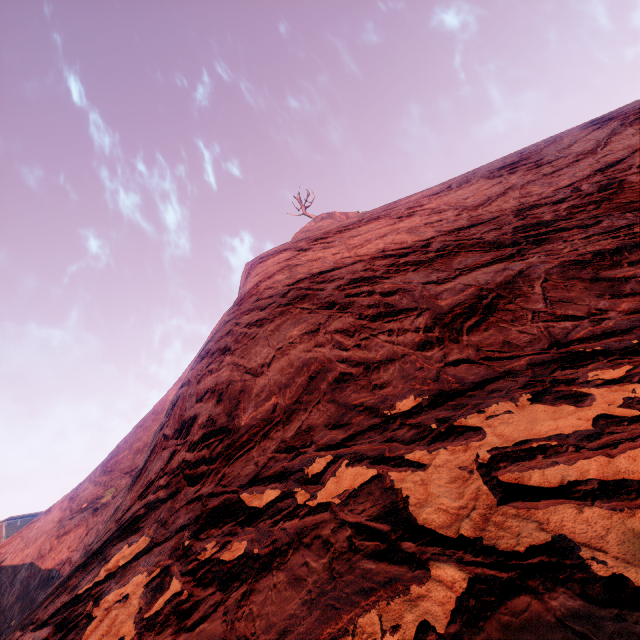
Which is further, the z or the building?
the building

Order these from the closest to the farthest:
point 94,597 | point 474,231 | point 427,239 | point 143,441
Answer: point 94,597
point 474,231
point 427,239
point 143,441

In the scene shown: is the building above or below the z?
above

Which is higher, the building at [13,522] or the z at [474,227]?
the building at [13,522]

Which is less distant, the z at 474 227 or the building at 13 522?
the z at 474 227
